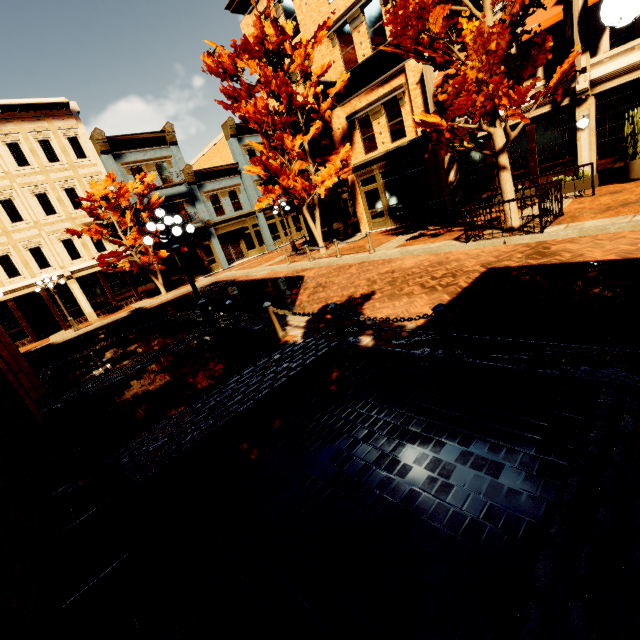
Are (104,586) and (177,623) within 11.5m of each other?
yes

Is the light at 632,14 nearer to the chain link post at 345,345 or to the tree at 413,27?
the chain link post at 345,345

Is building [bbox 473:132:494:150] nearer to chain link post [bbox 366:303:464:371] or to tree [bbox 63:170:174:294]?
chain link post [bbox 366:303:464:371]

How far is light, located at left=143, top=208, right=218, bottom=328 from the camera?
8.84m

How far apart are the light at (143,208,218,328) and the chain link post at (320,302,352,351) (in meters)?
5.57

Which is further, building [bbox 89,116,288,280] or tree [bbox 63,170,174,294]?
building [bbox 89,116,288,280]

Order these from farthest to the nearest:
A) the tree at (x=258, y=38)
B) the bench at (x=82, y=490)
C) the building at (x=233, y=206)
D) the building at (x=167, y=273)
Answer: the building at (x=167, y=273) < the building at (x=233, y=206) < the tree at (x=258, y=38) < the bench at (x=82, y=490)

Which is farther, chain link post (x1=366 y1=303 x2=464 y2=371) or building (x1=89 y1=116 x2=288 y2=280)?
building (x1=89 y1=116 x2=288 y2=280)
